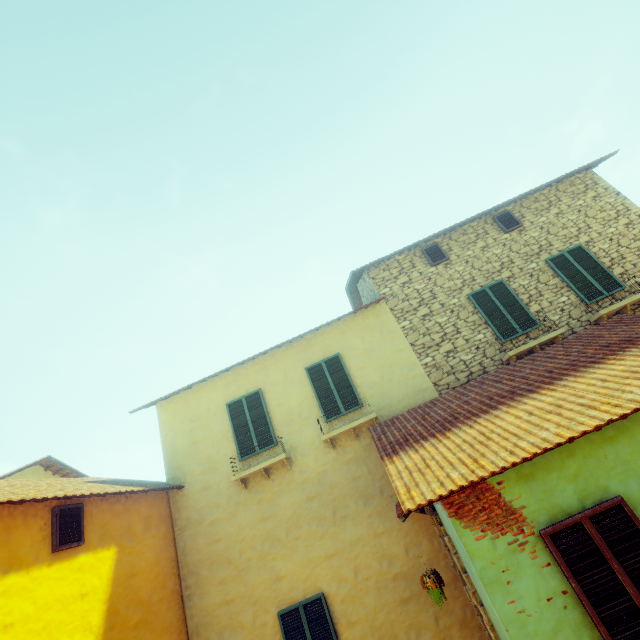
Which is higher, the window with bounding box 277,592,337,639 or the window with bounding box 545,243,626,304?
the window with bounding box 545,243,626,304

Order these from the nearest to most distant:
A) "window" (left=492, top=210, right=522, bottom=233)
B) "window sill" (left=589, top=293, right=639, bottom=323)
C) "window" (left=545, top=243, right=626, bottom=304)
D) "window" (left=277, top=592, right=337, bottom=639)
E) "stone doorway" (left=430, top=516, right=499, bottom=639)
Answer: "stone doorway" (left=430, top=516, right=499, bottom=639) < "window" (left=277, top=592, right=337, bottom=639) < "window sill" (left=589, top=293, right=639, bottom=323) < "window" (left=545, top=243, right=626, bottom=304) < "window" (left=492, top=210, right=522, bottom=233)

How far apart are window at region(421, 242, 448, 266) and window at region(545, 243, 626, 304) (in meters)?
2.60

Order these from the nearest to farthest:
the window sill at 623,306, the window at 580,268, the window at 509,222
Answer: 1. the window sill at 623,306
2. the window at 580,268
3. the window at 509,222

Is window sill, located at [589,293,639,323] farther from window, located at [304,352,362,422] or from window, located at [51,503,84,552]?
window, located at [304,352,362,422]

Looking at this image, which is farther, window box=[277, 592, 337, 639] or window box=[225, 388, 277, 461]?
window box=[225, 388, 277, 461]

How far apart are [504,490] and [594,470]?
1.2m

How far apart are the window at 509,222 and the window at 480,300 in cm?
164
